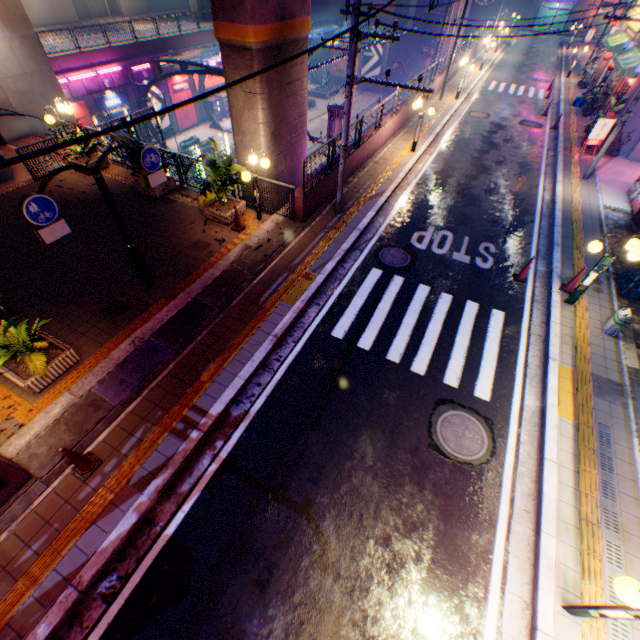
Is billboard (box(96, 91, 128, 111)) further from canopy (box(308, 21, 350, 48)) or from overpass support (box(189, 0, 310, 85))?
overpass support (box(189, 0, 310, 85))

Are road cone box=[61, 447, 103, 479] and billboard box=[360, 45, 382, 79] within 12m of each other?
no

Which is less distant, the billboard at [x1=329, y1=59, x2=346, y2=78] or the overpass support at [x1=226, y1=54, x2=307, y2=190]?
the overpass support at [x1=226, y1=54, x2=307, y2=190]

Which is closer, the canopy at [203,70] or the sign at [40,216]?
the sign at [40,216]

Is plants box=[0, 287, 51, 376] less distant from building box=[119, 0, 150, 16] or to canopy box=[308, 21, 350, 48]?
canopy box=[308, 21, 350, 48]

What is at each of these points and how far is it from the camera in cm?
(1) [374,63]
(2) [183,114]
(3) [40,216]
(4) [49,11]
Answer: (1) billboard, 4159
(2) billboard, 3139
(3) sign, 590
(4) building, 3534

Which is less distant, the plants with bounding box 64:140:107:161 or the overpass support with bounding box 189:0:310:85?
the overpass support with bounding box 189:0:310:85

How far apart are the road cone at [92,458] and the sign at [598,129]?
23.25m
